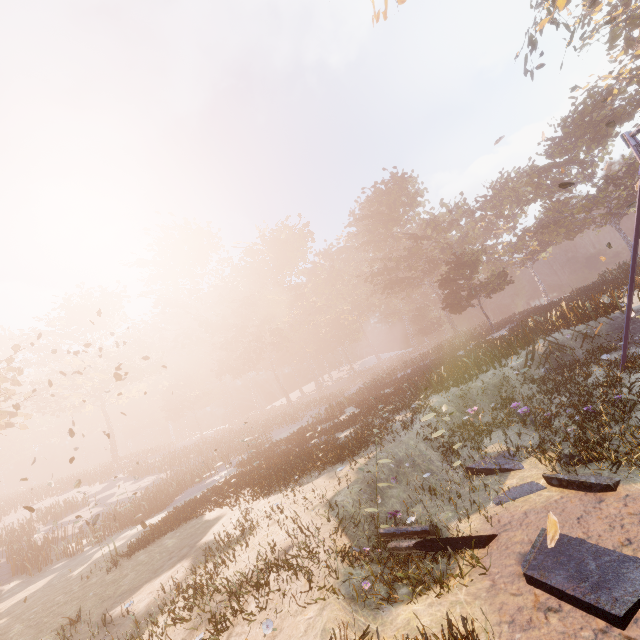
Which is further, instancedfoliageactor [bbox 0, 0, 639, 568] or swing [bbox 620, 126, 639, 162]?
instancedfoliageactor [bbox 0, 0, 639, 568]

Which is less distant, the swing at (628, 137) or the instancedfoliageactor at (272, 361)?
the swing at (628, 137)

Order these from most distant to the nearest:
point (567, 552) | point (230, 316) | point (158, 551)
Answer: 1. point (230, 316)
2. point (158, 551)
3. point (567, 552)
